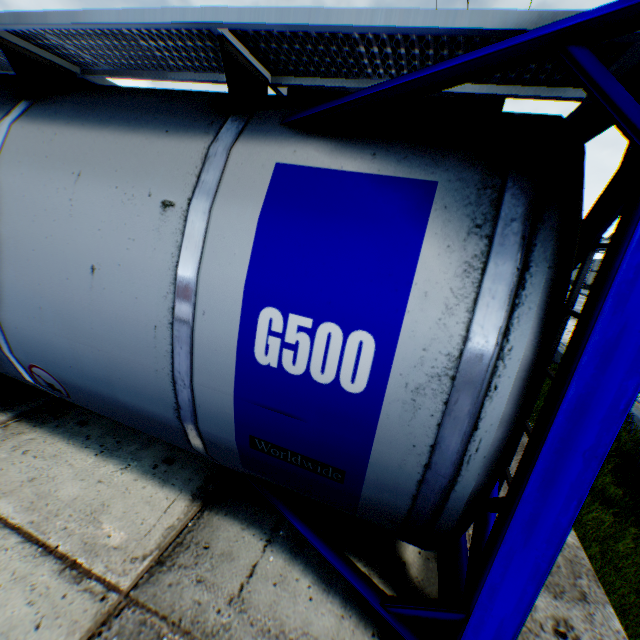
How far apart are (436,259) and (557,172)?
0.6 meters
